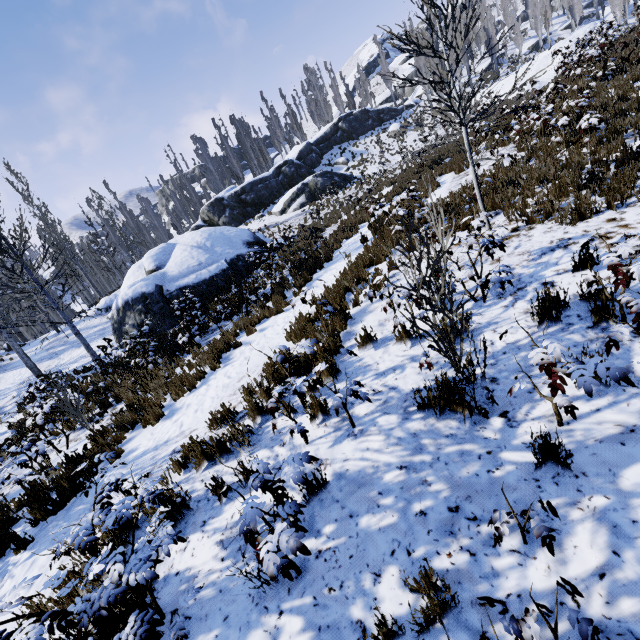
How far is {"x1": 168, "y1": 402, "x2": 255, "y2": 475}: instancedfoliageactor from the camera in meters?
4.4

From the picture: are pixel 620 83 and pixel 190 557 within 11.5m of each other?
no

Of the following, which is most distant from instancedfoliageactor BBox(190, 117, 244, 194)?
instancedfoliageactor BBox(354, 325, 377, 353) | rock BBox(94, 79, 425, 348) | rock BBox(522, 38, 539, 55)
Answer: instancedfoliageactor BBox(354, 325, 377, 353)

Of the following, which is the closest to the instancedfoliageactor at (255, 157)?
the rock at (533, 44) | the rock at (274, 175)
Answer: the rock at (533, 44)

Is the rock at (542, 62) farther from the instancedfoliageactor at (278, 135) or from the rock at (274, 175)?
the rock at (274, 175)

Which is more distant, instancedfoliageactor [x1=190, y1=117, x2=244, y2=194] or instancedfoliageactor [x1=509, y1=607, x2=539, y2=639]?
instancedfoliageactor [x1=190, y1=117, x2=244, y2=194]

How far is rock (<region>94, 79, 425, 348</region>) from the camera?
15.7m
